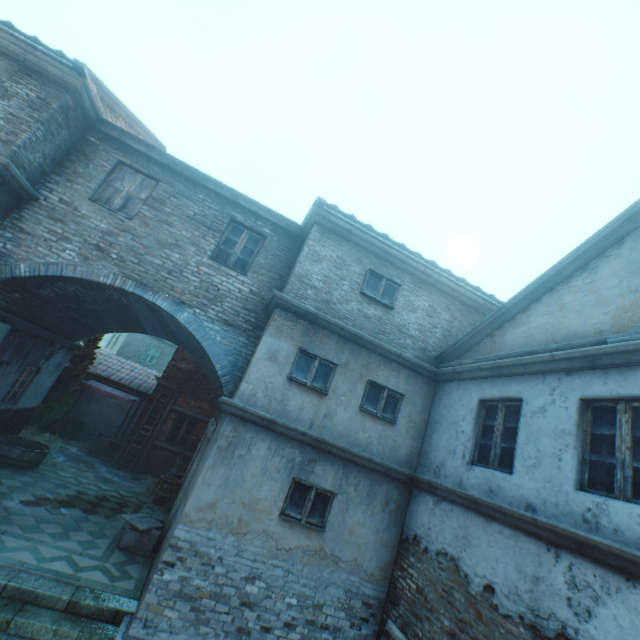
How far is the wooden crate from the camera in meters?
7.6

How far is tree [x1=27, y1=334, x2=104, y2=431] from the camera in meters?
12.5

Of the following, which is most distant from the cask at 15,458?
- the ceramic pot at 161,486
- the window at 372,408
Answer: the window at 372,408

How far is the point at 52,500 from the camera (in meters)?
8.55

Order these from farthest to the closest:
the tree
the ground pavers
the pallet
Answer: the tree → the ground pavers → the pallet

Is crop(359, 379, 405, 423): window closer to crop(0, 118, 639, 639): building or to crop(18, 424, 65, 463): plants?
crop(0, 118, 639, 639): building

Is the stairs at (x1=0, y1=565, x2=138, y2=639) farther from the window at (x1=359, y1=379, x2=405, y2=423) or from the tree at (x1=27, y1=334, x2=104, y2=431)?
the tree at (x1=27, y1=334, x2=104, y2=431)

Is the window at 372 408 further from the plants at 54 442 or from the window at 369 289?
the plants at 54 442
